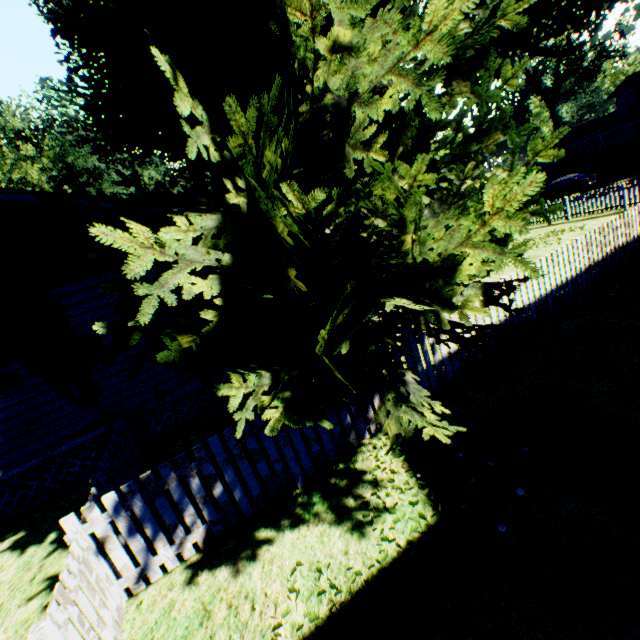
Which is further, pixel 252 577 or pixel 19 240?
pixel 19 240

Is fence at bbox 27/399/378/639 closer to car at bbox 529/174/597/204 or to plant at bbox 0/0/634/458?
plant at bbox 0/0/634/458

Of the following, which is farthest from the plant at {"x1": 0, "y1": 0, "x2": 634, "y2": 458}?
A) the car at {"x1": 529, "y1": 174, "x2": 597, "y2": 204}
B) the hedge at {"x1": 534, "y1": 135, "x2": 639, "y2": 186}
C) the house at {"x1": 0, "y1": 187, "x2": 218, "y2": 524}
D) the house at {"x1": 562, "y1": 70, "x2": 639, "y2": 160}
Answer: the house at {"x1": 562, "y1": 70, "x2": 639, "y2": 160}

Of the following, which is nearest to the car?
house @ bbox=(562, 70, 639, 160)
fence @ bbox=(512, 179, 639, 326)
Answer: fence @ bbox=(512, 179, 639, 326)

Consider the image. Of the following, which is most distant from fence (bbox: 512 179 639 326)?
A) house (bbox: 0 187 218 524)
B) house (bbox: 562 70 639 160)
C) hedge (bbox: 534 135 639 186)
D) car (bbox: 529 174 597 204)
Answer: house (bbox: 562 70 639 160)

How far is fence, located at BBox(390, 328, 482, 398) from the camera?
5.9m

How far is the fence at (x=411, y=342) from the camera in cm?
593

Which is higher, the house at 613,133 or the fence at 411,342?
the house at 613,133
